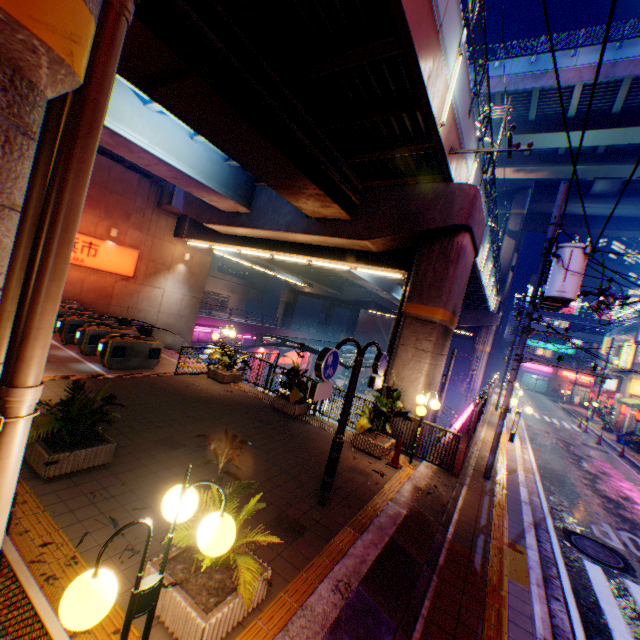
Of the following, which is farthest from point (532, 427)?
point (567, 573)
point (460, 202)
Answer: point (460, 202)

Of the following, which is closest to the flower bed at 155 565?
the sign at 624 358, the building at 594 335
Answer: A: the sign at 624 358

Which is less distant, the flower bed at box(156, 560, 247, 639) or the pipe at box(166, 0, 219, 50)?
the flower bed at box(156, 560, 247, 639)

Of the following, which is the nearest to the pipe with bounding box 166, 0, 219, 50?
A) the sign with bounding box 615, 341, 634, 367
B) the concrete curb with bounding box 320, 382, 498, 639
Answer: the concrete curb with bounding box 320, 382, 498, 639

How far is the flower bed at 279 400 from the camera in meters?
11.2

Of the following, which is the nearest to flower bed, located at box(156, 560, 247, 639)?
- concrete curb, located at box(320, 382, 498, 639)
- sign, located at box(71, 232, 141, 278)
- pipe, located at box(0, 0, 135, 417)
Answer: concrete curb, located at box(320, 382, 498, 639)

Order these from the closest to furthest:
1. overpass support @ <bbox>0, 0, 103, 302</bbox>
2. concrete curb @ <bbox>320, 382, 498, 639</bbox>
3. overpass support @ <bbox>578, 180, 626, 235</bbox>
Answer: overpass support @ <bbox>0, 0, 103, 302</bbox>
concrete curb @ <bbox>320, 382, 498, 639</bbox>
overpass support @ <bbox>578, 180, 626, 235</bbox>

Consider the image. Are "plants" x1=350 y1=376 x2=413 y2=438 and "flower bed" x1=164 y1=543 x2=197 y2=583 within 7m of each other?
yes
